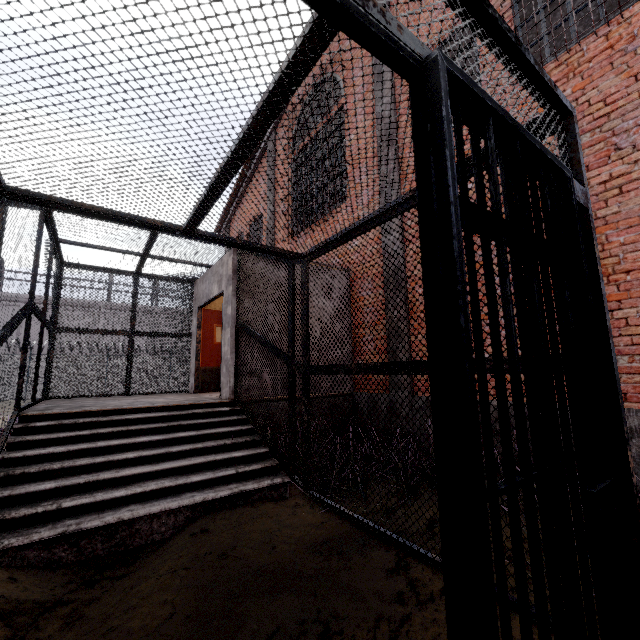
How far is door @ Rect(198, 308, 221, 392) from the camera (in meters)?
8.22

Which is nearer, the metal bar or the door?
the metal bar

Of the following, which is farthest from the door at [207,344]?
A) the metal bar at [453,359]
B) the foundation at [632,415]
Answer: the metal bar at [453,359]

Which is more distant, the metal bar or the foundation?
the foundation

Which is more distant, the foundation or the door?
the door

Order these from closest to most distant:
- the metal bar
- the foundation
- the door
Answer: the metal bar → the foundation → the door

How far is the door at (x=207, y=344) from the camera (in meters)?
8.22

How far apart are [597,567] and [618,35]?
6.2m
